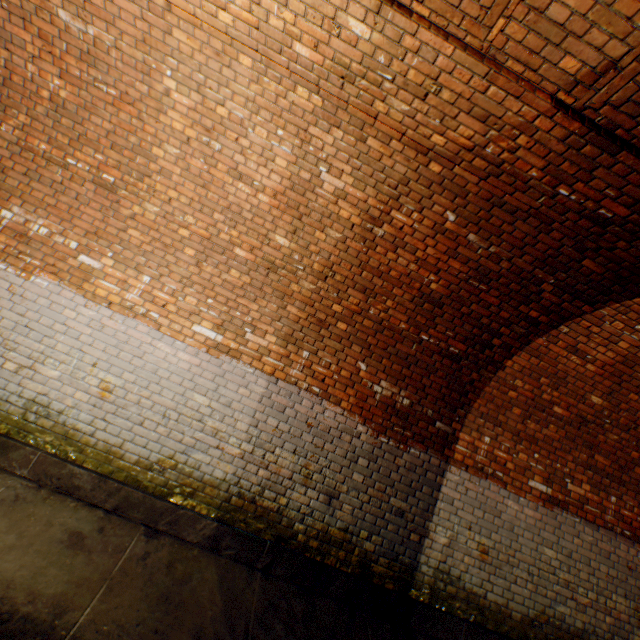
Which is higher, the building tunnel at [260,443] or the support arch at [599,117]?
the support arch at [599,117]

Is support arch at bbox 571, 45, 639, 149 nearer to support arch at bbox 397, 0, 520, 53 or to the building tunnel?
the building tunnel

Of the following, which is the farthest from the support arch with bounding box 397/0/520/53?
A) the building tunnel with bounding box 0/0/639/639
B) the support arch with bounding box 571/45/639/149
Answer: the support arch with bounding box 571/45/639/149

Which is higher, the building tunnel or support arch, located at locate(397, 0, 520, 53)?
support arch, located at locate(397, 0, 520, 53)

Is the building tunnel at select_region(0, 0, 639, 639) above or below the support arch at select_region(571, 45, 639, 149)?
below

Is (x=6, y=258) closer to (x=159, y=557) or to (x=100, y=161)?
(x=100, y=161)

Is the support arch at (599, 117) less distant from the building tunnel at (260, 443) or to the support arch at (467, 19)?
the building tunnel at (260, 443)
